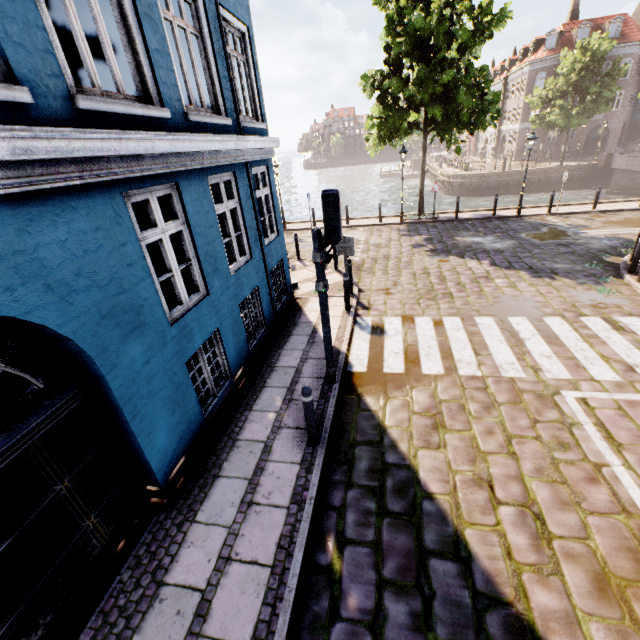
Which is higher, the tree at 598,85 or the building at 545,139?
the tree at 598,85

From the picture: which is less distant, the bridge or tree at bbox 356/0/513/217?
tree at bbox 356/0/513/217

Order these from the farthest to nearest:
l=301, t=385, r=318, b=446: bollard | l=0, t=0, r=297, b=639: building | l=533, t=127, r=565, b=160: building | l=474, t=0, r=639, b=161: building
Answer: l=533, t=127, r=565, b=160: building
l=474, t=0, r=639, b=161: building
l=301, t=385, r=318, b=446: bollard
l=0, t=0, r=297, b=639: building

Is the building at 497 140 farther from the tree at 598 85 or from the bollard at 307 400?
the bollard at 307 400

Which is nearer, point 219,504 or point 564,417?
point 219,504

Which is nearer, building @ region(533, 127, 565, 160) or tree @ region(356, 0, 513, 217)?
tree @ region(356, 0, 513, 217)

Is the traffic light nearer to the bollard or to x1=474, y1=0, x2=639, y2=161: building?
the bollard

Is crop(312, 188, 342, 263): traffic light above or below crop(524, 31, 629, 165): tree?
below
